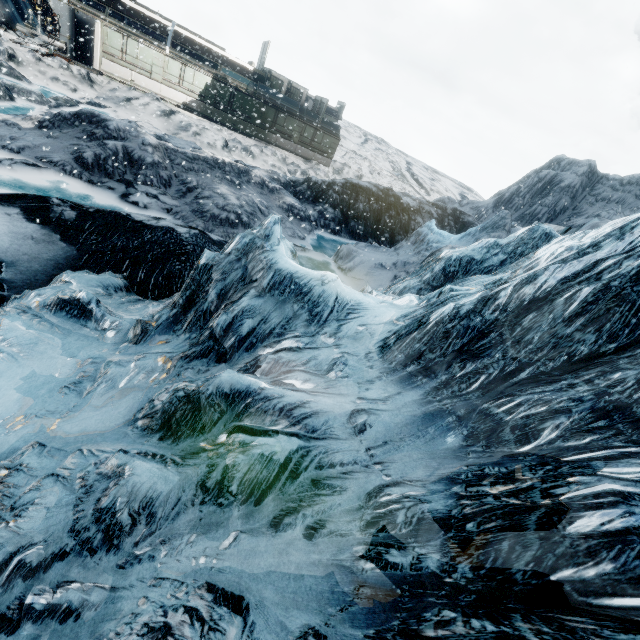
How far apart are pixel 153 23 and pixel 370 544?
33.15m
